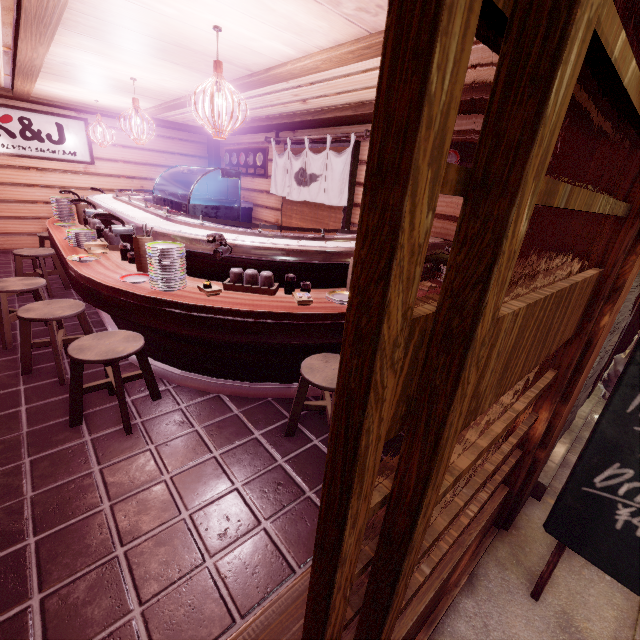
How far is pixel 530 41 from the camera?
0.80m

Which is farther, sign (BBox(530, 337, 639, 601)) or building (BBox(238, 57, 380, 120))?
building (BBox(238, 57, 380, 120))

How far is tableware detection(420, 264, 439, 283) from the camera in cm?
654

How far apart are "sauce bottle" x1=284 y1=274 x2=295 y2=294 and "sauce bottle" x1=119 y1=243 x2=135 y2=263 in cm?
317

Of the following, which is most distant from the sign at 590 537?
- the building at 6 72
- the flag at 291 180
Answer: the flag at 291 180

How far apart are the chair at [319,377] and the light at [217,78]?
3.4m

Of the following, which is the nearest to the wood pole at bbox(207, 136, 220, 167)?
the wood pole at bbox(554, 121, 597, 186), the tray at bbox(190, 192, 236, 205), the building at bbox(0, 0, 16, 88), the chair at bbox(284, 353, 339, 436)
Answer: the building at bbox(0, 0, 16, 88)

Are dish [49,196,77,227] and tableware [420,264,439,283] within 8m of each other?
no
